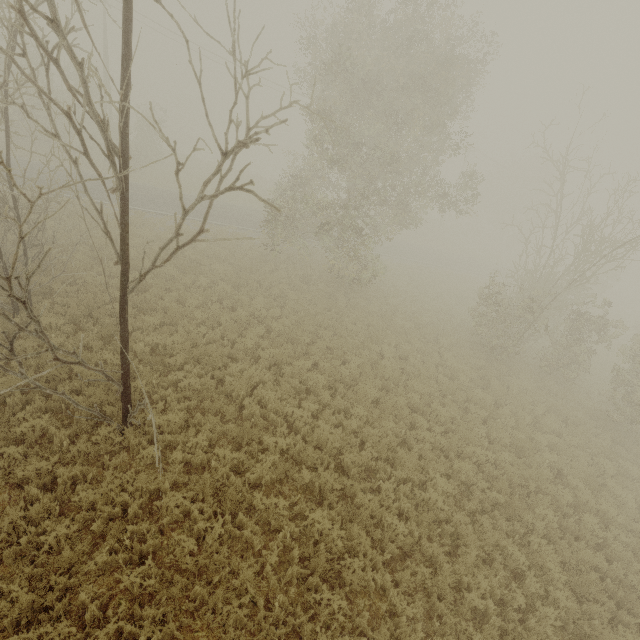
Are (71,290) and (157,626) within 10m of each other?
no

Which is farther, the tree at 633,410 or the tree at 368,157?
the tree at 633,410

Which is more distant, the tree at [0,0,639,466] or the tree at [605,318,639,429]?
the tree at [605,318,639,429]
